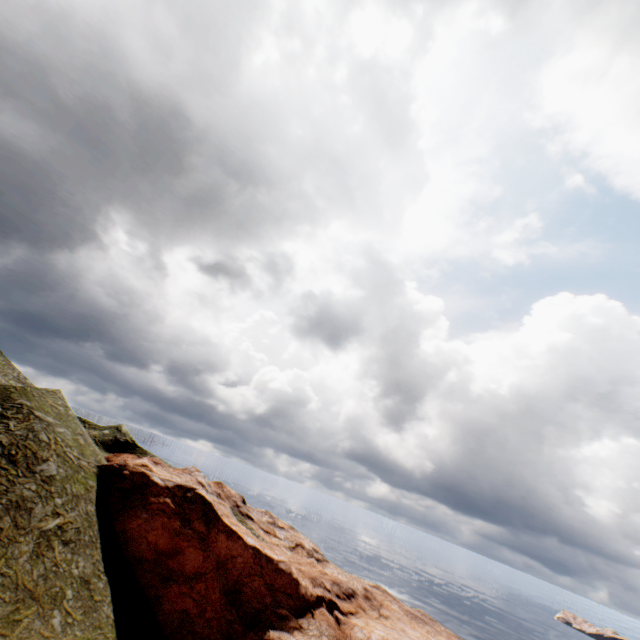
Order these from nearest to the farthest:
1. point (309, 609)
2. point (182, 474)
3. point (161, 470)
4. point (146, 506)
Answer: point (146, 506) → point (309, 609) → point (161, 470) → point (182, 474)
